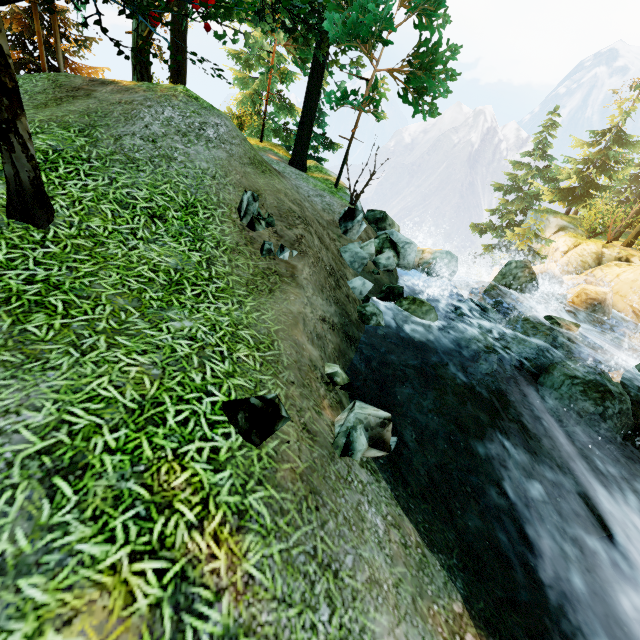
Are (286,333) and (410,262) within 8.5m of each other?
yes

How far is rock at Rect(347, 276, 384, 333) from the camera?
6.4m

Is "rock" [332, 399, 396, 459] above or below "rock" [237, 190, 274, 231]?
below

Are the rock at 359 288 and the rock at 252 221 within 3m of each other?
yes

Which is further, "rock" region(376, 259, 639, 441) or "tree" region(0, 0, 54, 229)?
"rock" region(376, 259, 639, 441)

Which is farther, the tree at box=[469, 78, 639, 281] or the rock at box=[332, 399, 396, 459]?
the tree at box=[469, 78, 639, 281]

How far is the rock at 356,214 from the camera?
8.5 meters

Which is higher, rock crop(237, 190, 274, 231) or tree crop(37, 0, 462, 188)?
tree crop(37, 0, 462, 188)
